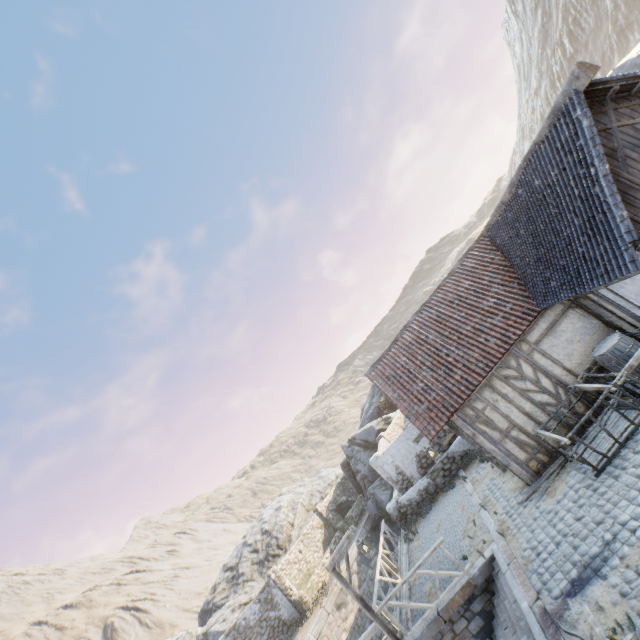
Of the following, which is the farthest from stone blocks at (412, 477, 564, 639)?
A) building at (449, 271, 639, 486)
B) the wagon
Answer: the wagon

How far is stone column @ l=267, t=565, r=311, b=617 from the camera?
19.55m

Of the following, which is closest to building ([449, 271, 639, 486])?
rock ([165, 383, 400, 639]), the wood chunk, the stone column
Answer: the wood chunk

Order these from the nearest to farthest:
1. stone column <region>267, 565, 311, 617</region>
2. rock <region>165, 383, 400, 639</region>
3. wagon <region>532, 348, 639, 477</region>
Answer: wagon <region>532, 348, 639, 477</region> → stone column <region>267, 565, 311, 617</region> → rock <region>165, 383, 400, 639</region>

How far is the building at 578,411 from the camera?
9.4m

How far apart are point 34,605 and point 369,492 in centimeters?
7553cm

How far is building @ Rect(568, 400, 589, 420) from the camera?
9.4m

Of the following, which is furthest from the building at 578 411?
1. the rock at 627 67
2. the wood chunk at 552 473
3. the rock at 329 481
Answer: the rock at 329 481
